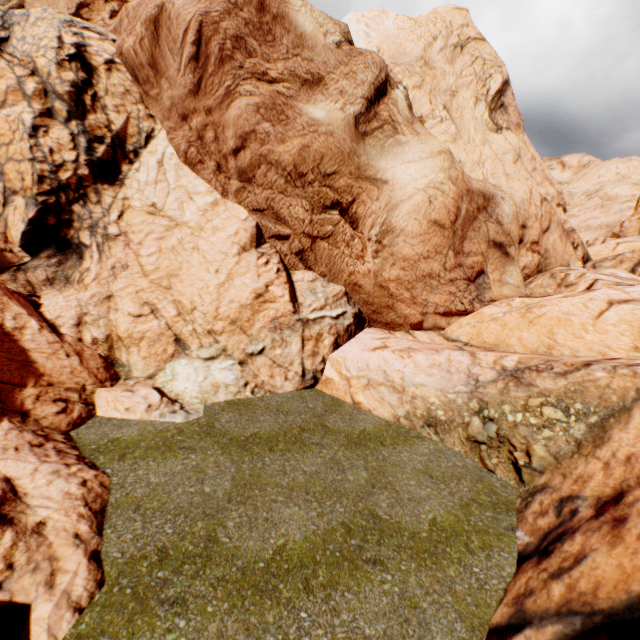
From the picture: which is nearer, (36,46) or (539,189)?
(36,46)
